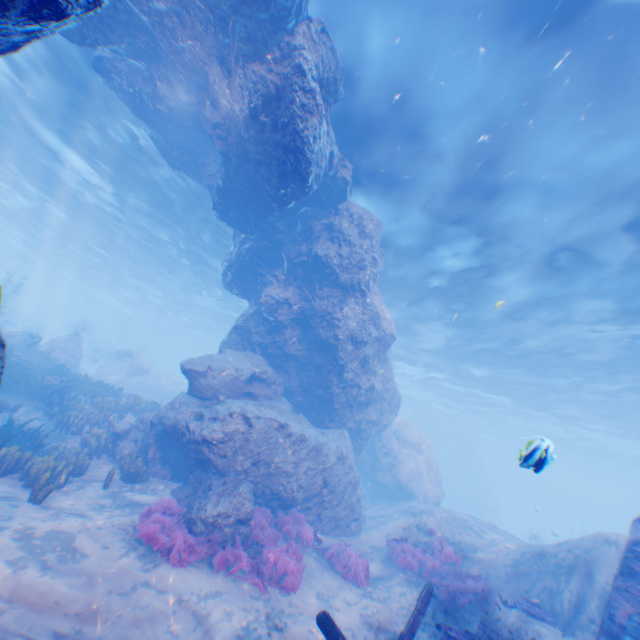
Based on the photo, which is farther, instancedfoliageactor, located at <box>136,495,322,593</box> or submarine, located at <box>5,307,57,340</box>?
submarine, located at <box>5,307,57,340</box>

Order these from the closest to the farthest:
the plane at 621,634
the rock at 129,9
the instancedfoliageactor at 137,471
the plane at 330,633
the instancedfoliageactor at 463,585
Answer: the plane at 330,633, the plane at 621,634, the rock at 129,9, the instancedfoliageactor at 463,585, the instancedfoliageactor at 137,471

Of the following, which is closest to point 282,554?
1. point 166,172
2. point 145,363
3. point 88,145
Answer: point 166,172

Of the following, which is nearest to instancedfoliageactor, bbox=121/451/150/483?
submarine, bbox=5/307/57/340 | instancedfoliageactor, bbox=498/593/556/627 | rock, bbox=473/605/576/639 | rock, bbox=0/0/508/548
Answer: rock, bbox=0/0/508/548

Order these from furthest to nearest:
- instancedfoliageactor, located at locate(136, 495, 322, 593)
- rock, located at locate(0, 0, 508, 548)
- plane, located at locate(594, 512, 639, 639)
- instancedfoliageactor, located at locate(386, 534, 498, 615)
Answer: instancedfoliageactor, located at locate(386, 534, 498, 615) → rock, located at locate(0, 0, 508, 548) → instancedfoliageactor, located at locate(136, 495, 322, 593) → plane, located at locate(594, 512, 639, 639)

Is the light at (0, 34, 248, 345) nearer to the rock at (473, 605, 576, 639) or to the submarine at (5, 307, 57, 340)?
the submarine at (5, 307, 57, 340)

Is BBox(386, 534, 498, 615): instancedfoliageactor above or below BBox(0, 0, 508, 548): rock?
below

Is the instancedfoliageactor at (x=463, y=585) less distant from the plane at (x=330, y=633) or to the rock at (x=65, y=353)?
the rock at (x=65, y=353)
